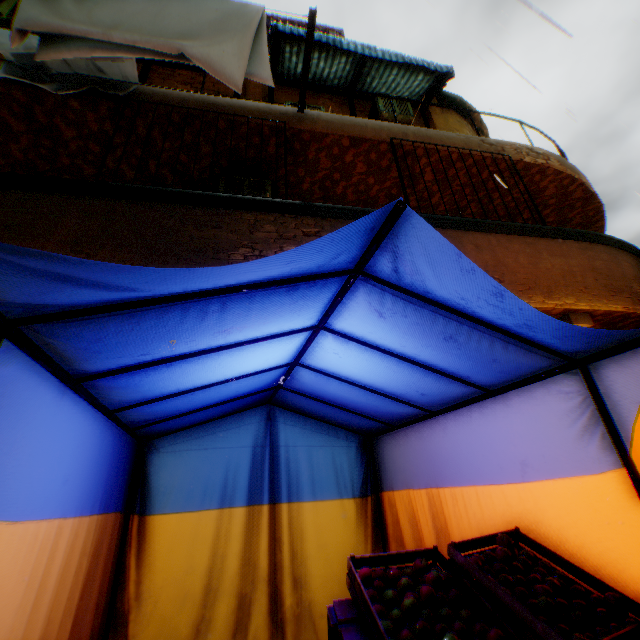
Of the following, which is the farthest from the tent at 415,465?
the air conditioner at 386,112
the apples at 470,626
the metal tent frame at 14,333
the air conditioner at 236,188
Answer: the air conditioner at 386,112

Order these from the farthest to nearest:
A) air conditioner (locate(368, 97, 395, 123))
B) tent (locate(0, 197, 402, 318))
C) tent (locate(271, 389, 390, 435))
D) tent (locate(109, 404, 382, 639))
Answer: air conditioner (locate(368, 97, 395, 123))
tent (locate(271, 389, 390, 435))
tent (locate(109, 404, 382, 639))
tent (locate(0, 197, 402, 318))

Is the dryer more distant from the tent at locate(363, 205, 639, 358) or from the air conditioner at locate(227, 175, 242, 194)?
the air conditioner at locate(227, 175, 242, 194)

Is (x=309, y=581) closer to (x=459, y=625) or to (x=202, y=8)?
(x=459, y=625)

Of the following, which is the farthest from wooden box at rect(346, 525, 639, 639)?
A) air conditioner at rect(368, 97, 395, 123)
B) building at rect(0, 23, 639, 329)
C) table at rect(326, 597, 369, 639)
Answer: air conditioner at rect(368, 97, 395, 123)

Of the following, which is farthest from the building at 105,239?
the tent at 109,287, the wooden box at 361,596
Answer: the wooden box at 361,596

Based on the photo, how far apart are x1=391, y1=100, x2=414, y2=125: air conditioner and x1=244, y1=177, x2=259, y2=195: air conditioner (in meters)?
2.75
